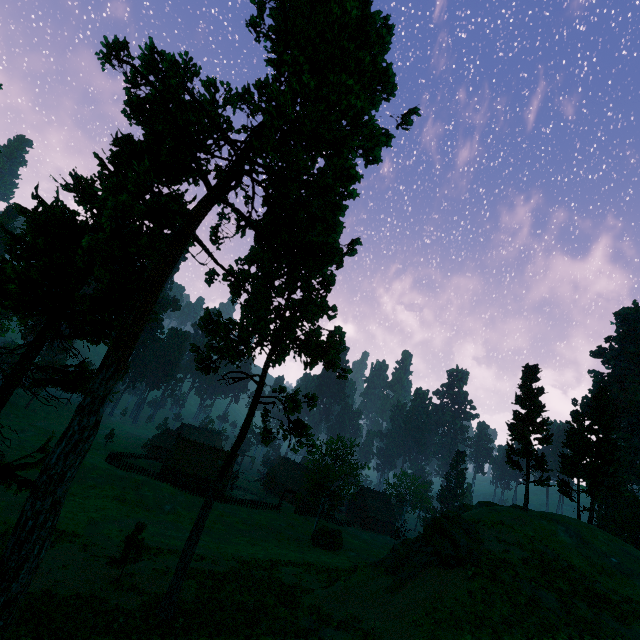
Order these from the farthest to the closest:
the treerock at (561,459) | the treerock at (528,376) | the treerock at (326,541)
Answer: the treerock at (326,541) < the treerock at (561,459) < the treerock at (528,376)

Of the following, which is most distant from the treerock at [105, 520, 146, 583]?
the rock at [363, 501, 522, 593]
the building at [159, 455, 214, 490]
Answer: the rock at [363, 501, 522, 593]

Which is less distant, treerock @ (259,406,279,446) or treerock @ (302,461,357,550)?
treerock @ (259,406,279,446)

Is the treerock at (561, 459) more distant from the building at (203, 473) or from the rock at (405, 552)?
the rock at (405, 552)

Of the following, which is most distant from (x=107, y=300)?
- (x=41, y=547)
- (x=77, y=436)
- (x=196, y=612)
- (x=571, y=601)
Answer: (x=571, y=601)

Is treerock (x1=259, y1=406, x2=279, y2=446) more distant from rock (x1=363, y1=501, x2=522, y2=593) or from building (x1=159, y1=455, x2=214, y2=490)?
rock (x1=363, y1=501, x2=522, y2=593)

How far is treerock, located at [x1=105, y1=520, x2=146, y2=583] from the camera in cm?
2152
